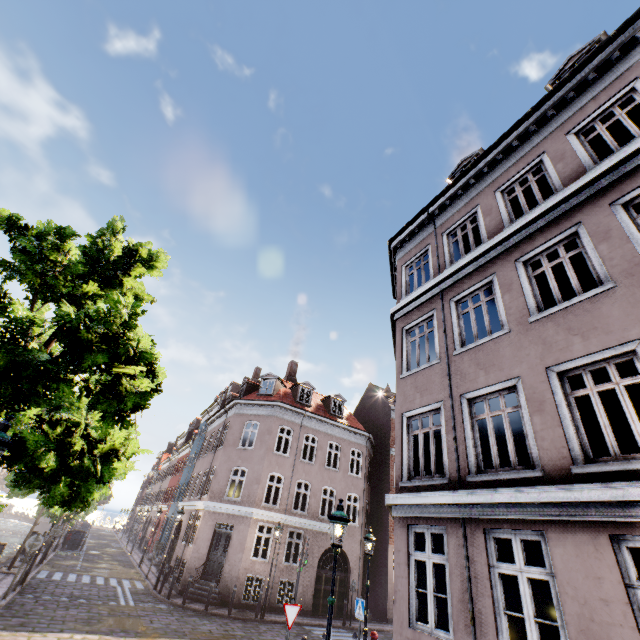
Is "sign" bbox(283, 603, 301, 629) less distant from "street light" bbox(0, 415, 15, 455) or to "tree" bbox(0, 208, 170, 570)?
"tree" bbox(0, 208, 170, 570)

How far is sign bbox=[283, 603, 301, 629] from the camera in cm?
783

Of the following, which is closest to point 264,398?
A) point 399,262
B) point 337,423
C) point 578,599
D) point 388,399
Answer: point 337,423

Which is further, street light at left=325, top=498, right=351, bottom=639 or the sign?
the sign

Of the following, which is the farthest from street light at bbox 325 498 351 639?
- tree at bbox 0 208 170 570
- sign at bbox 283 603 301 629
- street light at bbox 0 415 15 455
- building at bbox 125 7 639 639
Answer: street light at bbox 0 415 15 455

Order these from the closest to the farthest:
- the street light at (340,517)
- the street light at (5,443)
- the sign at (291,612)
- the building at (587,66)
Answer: the street light at (5,443) → the building at (587,66) → the street light at (340,517) → the sign at (291,612)

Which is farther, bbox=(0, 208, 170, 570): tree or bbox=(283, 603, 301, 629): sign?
bbox=(283, 603, 301, 629): sign

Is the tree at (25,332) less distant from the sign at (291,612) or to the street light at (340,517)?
the street light at (340,517)
